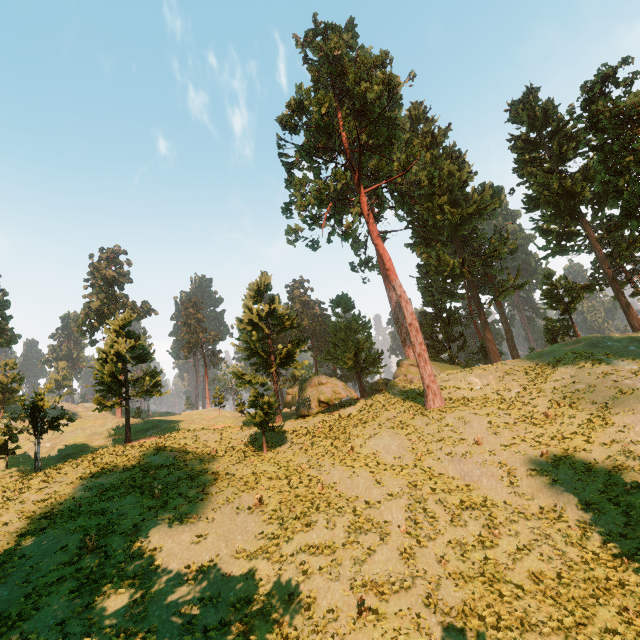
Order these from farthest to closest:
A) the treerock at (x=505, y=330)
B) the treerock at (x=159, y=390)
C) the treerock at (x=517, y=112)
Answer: the treerock at (x=505, y=330) < the treerock at (x=159, y=390) < the treerock at (x=517, y=112)

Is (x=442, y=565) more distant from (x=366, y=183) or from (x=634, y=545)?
(x=366, y=183)

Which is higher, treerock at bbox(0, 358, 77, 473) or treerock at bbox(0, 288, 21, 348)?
treerock at bbox(0, 288, 21, 348)

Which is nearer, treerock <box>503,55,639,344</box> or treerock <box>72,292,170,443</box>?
treerock <box>503,55,639,344</box>

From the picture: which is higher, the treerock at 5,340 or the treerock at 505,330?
the treerock at 5,340

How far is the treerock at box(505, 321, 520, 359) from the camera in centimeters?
5838cm

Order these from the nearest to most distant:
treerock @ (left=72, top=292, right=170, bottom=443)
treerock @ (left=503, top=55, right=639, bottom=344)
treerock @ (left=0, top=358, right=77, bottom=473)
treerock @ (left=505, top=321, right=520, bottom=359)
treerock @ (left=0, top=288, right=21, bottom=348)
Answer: treerock @ (left=503, top=55, right=639, bottom=344)
treerock @ (left=0, top=358, right=77, bottom=473)
treerock @ (left=72, top=292, right=170, bottom=443)
treerock @ (left=0, top=288, right=21, bottom=348)
treerock @ (left=505, top=321, right=520, bottom=359)
